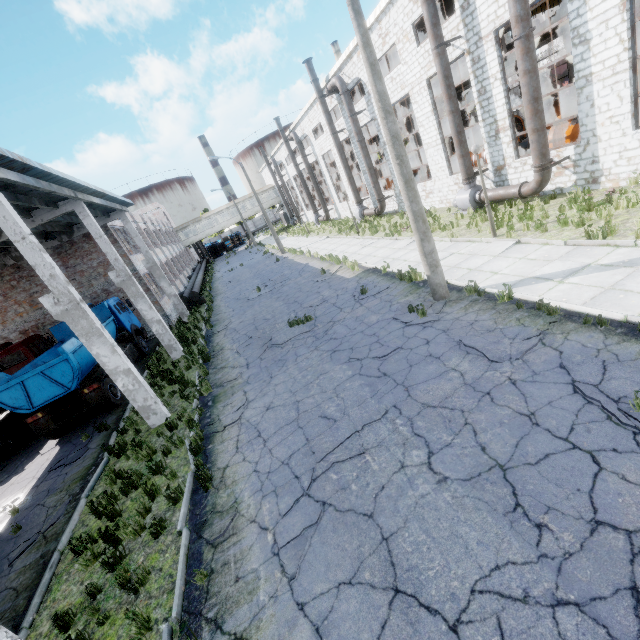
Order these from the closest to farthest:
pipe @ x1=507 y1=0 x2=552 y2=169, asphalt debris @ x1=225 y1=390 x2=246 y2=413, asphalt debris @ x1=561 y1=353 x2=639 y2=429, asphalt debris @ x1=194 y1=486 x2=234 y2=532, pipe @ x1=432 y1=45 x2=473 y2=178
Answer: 1. asphalt debris @ x1=561 y1=353 x2=639 y2=429
2. asphalt debris @ x1=194 y1=486 x2=234 y2=532
3. asphalt debris @ x1=225 y1=390 x2=246 y2=413
4. pipe @ x1=507 y1=0 x2=552 y2=169
5. pipe @ x1=432 y1=45 x2=473 y2=178

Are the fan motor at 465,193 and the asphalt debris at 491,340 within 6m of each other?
no

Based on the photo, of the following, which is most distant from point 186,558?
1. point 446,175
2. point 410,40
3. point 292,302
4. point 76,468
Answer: point 410,40

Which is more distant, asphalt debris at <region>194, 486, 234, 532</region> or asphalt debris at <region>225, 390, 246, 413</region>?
asphalt debris at <region>225, 390, 246, 413</region>

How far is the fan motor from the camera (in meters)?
16.42

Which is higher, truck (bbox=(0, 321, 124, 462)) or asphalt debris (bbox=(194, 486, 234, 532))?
truck (bbox=(0, 321, 124, 462))

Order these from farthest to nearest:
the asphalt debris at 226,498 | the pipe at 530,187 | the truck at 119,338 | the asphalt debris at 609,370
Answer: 1. the truck at 119,338
2. the pipe at 530,187
3. the asphalt debris at 226,498
4. the asphalt debris at 609,370

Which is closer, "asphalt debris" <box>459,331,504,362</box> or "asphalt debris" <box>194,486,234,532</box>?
"asphalt debris" <box>194,486,234,532</box>
